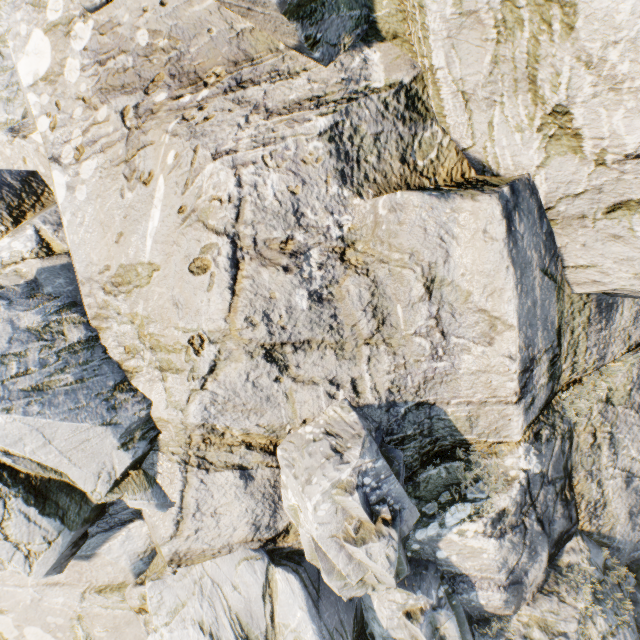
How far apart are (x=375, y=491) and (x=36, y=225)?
8.9m
